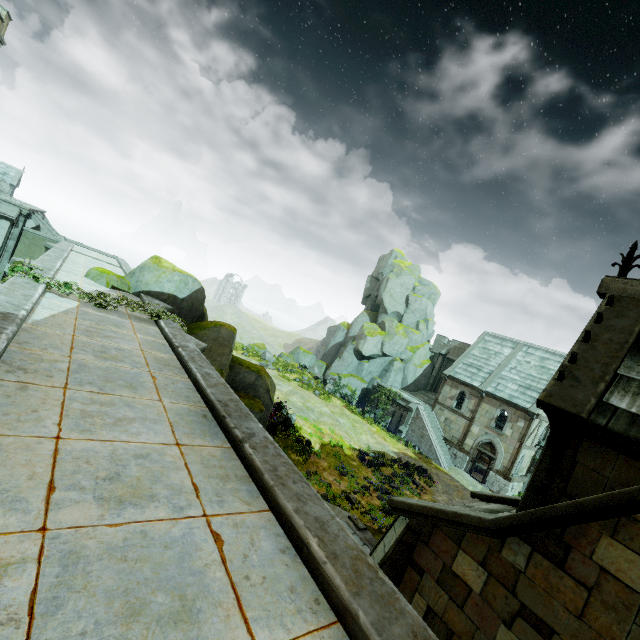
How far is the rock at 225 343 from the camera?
13.9m

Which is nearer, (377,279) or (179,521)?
(179,521)

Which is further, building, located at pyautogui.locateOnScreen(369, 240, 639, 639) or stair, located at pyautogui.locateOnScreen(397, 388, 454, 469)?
stair, located at pyautogui.locateOnScreen(397, 388, 454, 469)

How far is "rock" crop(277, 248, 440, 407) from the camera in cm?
3769

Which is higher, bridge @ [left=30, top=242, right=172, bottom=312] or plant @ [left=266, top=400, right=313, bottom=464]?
bridge @ [left=30, top=242, right=172, bottom=312]

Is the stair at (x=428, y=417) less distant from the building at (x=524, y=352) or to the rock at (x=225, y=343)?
the building at (x=524, y=352)

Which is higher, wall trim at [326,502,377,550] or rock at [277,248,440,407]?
rock at [277,248,440,407]

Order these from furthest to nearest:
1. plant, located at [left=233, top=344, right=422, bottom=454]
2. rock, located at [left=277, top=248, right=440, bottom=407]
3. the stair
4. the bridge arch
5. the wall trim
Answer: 1. rock, located at [left=277, top=248, right=440, bottom=407]
2. plant, located at [left=233, top=344, right=422, bottom=454]
3. the stair
4. the bridge arch
5. the wall trim
